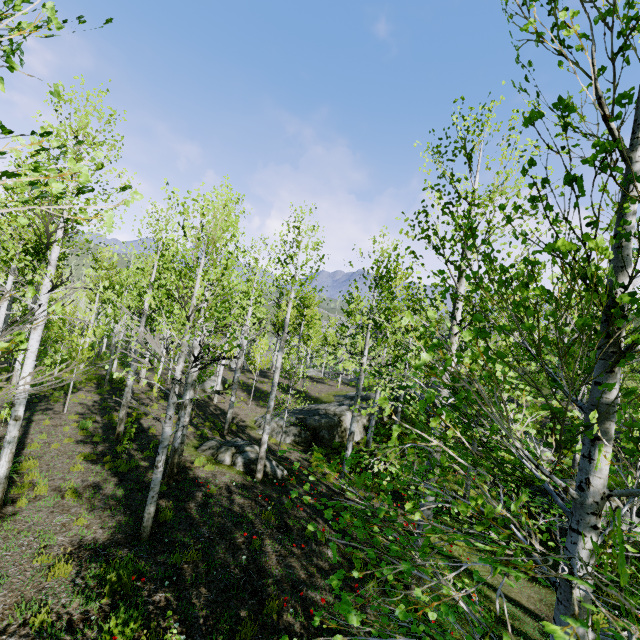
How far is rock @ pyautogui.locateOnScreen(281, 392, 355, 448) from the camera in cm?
1730

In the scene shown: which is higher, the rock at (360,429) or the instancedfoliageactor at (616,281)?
the instancedfoliageactor at (616,281)

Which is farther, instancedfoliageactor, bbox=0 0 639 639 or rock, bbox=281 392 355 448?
rock, bbox=281 392 355 448

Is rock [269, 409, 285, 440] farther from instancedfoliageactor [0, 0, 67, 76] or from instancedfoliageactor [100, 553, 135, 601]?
instancedfoliageactor [100, 553, 135, 601]

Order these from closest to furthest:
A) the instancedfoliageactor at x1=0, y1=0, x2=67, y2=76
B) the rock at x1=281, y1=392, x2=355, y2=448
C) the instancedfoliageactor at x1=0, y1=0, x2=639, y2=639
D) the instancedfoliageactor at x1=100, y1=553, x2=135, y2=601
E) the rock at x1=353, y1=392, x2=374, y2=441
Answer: the instancedfoliageactor at x1=0, y1=0, x2=67, y2=76 → the instancedfoliageactor at x1=0, y1=0, x2=639, y2=639 → the instancedfoliageactor at x1=100, y1=553, x2=135, y2=601 → the rock at x1=281, y1=392, x2=355, y2=448 → the rock at x1=353, y1=392, x2=374, y2=441

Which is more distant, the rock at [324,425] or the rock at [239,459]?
the rock at [324,425]

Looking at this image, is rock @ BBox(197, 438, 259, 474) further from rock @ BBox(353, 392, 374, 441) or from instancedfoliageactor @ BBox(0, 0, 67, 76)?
instancedfoliageactor @ BBox(0, 0, 67, 76)

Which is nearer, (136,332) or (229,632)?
(229,632)
